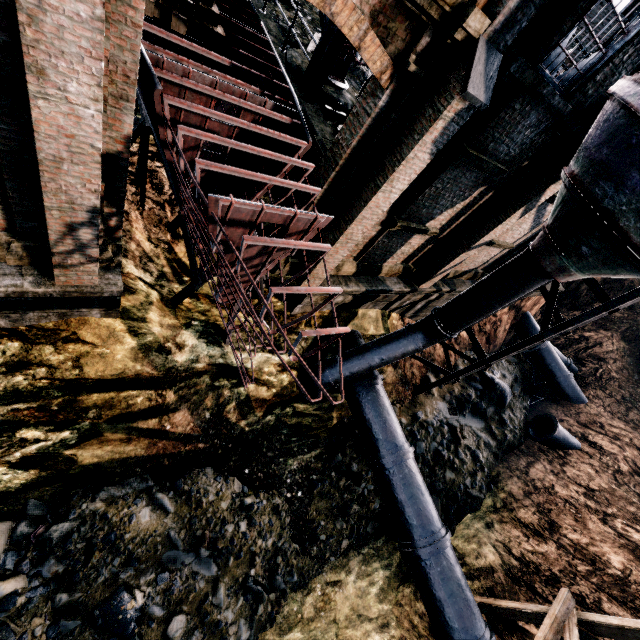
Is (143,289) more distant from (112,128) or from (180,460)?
(180,460)

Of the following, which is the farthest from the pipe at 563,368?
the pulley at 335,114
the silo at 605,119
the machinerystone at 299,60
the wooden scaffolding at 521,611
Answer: the machinerystone at 299,60

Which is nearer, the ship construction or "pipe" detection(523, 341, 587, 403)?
the ship construction

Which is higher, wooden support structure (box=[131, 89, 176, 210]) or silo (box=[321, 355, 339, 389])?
wooden support structure (box=[131, 89, 176, 210])

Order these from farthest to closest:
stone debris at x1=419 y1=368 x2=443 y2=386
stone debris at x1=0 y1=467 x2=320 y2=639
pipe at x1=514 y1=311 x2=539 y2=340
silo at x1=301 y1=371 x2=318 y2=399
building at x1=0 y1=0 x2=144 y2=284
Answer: pipe at x1=514 y1=311 x2=539 y2=340, stone debris at x1=419 y1=368 x2=443 y2=386, silo at x1=301 y1=371 x2=318 y2=399, stone debris at x1=0 y1=467 x2=320 y2=639, building at x1=0 y1=0 x2=144 y2=284

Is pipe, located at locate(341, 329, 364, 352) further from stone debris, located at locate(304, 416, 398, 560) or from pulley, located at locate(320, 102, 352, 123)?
pulley, located at locate(320, 102, 352, 123)

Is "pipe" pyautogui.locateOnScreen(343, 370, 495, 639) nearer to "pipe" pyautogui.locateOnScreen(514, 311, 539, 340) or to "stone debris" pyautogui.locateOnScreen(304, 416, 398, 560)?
"stone debris" pyautogui.locateOnScreen(304, 416, 398, 560)

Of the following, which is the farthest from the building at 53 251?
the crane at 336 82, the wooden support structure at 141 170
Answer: the crane at 336 82
